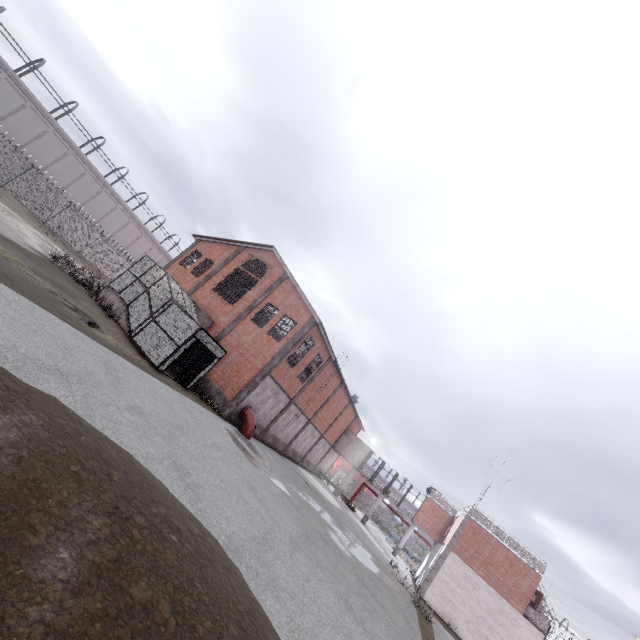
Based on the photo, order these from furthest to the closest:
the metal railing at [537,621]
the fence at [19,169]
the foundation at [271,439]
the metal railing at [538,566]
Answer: the fence at [19,169], the foundation at [271,439], the metal railing at [538,566], the metal railing at [537,621]

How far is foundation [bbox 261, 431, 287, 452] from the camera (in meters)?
26.41

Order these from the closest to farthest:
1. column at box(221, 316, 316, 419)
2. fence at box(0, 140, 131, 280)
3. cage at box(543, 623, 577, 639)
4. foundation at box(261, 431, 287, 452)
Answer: cage at box(543, 623, 577, 639)
column at box(221, 316, 316, 419)
foundation at box(261, 431, 287, 452)
fence at box(0, 140, 131, 280)

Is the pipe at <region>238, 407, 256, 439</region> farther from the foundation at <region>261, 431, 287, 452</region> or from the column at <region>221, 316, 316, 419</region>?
the foundation at <region>261, 431, 287, 452</region>

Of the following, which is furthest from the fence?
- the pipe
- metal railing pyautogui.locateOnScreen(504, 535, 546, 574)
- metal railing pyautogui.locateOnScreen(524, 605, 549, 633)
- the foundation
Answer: the pipe

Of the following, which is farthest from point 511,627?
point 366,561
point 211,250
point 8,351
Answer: point 211,250

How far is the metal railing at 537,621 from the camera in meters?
22.9

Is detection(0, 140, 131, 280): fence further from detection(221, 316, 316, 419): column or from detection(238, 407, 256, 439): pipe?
detection(238, 407, 256, 439): pipe
